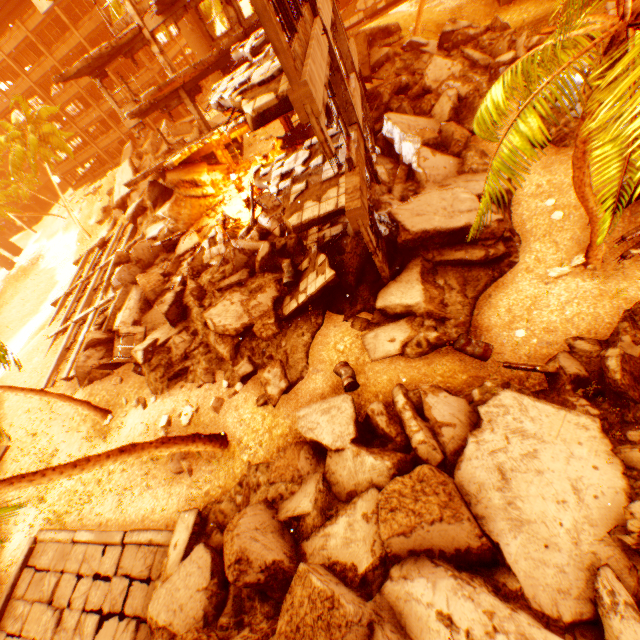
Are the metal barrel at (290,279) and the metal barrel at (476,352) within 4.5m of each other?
no

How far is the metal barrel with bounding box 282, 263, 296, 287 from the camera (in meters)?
12.26

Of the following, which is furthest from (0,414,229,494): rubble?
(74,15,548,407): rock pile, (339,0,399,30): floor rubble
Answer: (339,0,399,30): floor rubble

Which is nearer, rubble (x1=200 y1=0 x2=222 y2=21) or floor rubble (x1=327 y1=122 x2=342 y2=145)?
floor rubble (x1=327 y1=122 x2=342 y2=145)

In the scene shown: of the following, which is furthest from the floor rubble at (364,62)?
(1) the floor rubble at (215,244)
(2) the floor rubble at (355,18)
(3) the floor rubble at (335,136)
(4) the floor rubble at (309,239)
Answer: (4) the floor rubble at (309,239)

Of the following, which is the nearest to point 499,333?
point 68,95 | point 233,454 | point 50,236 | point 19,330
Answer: point 233,454

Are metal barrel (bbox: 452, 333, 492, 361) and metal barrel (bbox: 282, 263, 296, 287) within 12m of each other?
yes

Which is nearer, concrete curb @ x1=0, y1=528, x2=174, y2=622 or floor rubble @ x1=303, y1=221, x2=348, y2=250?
concrete curb @ x1=0, y1=528, x2=174, y2=622
